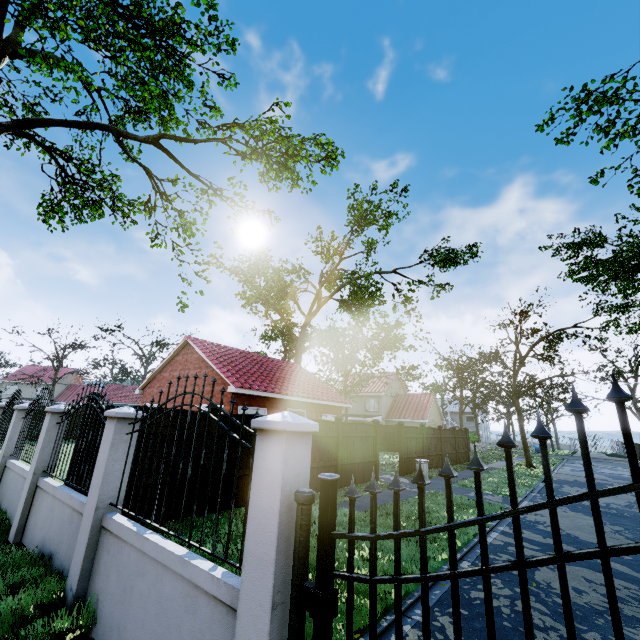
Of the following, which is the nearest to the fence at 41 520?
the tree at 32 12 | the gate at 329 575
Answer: the gate at 329 575

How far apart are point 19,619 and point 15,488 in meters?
4.7

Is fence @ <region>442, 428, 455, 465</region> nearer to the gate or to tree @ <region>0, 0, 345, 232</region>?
the gate

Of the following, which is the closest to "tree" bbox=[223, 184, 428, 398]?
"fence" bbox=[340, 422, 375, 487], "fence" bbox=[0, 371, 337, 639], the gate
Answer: "fence" bbox=[0, 371, 337, 639]

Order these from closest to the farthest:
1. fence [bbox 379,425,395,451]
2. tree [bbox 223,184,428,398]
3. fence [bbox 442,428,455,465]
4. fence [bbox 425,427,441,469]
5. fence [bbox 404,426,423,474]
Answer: fence [bbox 404,426,423,474] → fence [bbox 425,427,441,469] → fence [bbox 442,428,455,465] → tree [bbox 223,184,428,398] → fence [bbox 379,425,395,451]

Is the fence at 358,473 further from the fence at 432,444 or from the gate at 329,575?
the gate at 329,575

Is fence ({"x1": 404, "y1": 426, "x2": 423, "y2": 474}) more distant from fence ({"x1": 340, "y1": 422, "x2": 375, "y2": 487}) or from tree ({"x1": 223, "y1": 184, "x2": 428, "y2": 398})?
tree ({"x1": 223, "y1": 184, "x2": 428, "y2": 398})
